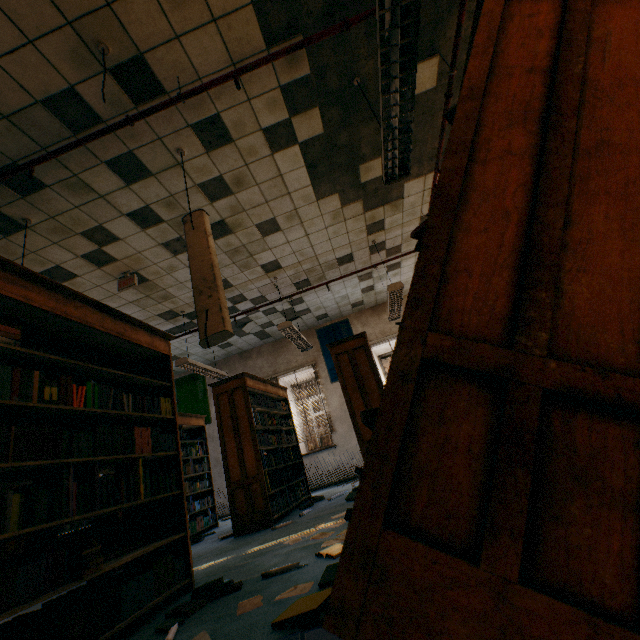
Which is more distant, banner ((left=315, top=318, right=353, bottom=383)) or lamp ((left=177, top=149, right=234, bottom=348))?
banner ((left=315, top=318, right=353, bottom=383))

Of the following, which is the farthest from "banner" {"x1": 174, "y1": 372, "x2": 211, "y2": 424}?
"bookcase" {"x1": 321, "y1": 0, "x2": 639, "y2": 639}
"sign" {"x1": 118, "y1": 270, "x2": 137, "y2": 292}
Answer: "bookcase" {"x1": 321, "y1": 0, "x2": 639, "y2": 639}

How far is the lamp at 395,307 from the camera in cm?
539

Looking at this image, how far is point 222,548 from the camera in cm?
392

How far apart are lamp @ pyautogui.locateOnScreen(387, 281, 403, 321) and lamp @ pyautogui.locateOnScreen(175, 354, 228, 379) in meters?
3.7 m

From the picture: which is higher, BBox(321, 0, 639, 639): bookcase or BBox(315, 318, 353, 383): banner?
BBox(315, 318, 353, 383): banner

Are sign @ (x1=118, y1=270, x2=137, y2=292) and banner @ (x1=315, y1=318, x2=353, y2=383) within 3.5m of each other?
no

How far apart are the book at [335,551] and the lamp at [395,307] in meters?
3.8
